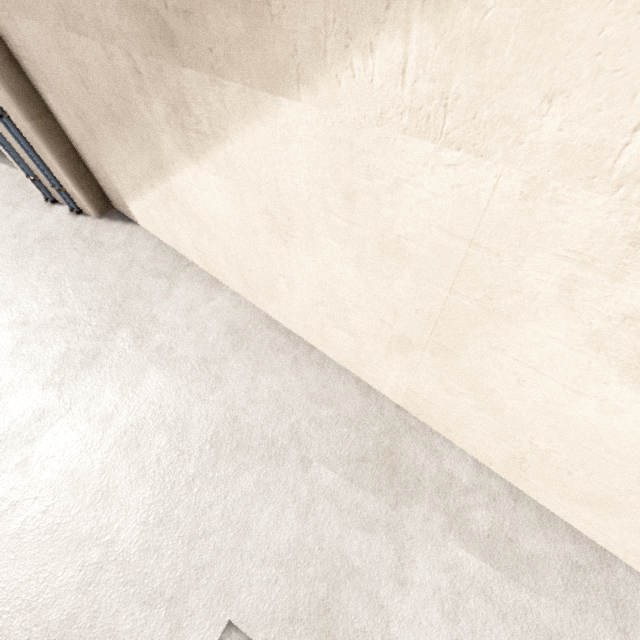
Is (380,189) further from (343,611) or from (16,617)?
(16,617)
